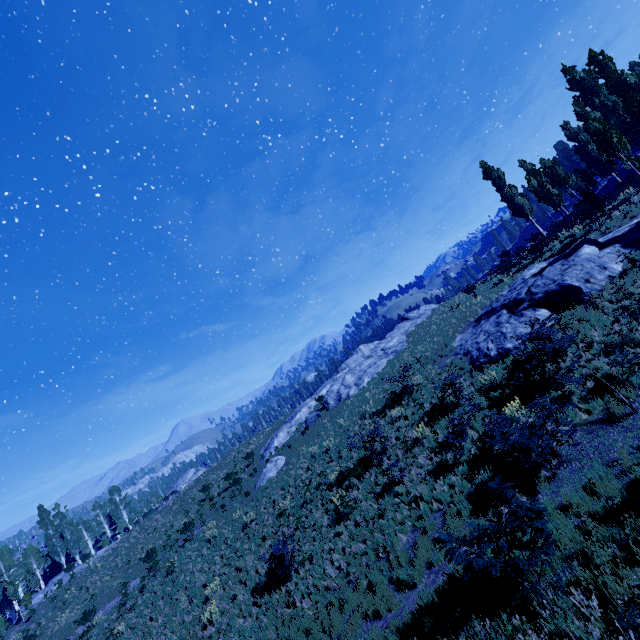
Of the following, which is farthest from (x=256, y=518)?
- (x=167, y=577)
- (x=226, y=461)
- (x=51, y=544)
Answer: (x=51, y=544)

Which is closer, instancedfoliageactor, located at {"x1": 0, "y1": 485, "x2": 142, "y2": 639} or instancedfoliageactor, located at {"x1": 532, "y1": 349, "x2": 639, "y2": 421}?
instancedfoliageactor, located at {"x1": 532, "y1": 349, "x2": 639, "y2": 421}

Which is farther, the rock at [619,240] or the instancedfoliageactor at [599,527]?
the rock at [619,240]

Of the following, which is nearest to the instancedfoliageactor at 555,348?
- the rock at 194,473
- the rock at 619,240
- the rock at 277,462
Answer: the rock at 619,240

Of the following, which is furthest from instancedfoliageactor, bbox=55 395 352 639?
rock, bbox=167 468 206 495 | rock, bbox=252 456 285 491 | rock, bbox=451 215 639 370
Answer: rock, bbox=252 456 285 491

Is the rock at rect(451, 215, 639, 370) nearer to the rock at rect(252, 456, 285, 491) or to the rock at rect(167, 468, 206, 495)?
the rock at rect(252, 456, 285, 491)

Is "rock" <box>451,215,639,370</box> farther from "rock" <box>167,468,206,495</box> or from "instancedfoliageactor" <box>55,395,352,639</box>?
"rock" <box>167,468,206,495</box>
